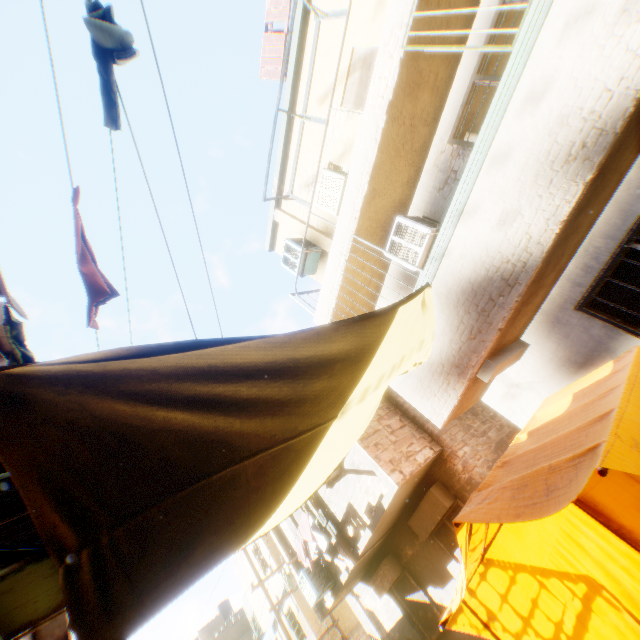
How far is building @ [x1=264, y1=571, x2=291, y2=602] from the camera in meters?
14.6 m

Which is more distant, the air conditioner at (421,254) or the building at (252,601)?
the building at (252,601)

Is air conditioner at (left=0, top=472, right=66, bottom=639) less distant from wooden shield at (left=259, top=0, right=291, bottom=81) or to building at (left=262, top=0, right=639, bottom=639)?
building at (left=262, top=0, right=639, bottom=639)

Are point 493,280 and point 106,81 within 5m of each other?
yes

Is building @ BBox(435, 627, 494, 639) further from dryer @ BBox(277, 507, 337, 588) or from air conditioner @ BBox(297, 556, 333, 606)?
dryer @ BBox(277, 507, 337, 588)

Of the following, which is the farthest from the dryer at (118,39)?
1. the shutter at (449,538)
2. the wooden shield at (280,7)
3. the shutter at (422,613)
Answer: the wooden shield at (280,7)

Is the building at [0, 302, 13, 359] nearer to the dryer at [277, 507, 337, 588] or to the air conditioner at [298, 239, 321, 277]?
the air conditioner at [298, 239, 321, 277]

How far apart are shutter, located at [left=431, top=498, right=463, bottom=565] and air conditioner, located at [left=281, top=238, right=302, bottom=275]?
6.9m
